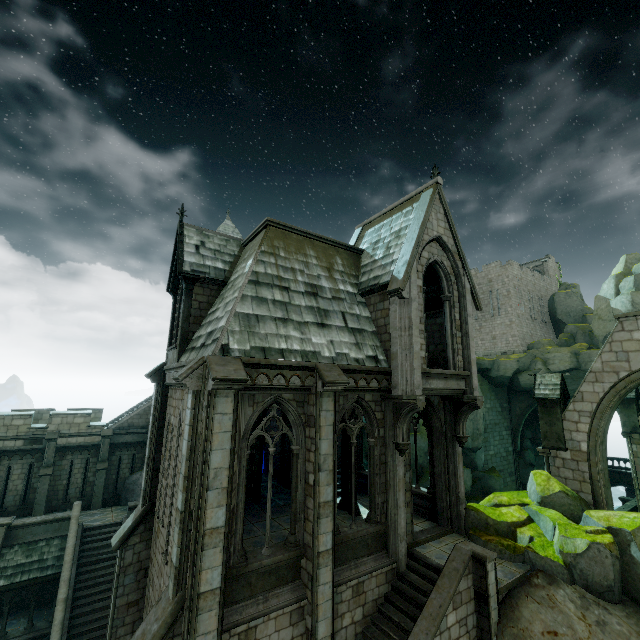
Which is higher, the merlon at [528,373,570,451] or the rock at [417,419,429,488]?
the merlon at [528,373,570,451]

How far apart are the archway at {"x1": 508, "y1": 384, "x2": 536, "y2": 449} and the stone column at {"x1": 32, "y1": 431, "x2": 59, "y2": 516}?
42.7m

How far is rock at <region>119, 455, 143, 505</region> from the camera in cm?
2188

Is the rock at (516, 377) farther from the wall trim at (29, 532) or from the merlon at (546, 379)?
the wall trim at (29, 532)

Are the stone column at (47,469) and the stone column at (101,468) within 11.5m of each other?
yes

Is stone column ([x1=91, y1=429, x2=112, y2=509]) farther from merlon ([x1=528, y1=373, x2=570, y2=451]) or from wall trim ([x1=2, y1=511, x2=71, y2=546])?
merlon ([x1=528, y1=373, x2=570, y2=451])

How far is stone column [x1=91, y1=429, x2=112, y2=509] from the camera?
20.8 meters

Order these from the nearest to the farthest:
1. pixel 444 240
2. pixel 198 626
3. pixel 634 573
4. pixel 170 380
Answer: pixel 198 626
pixel 634 573
pixel 170 380
pixel 444 240
